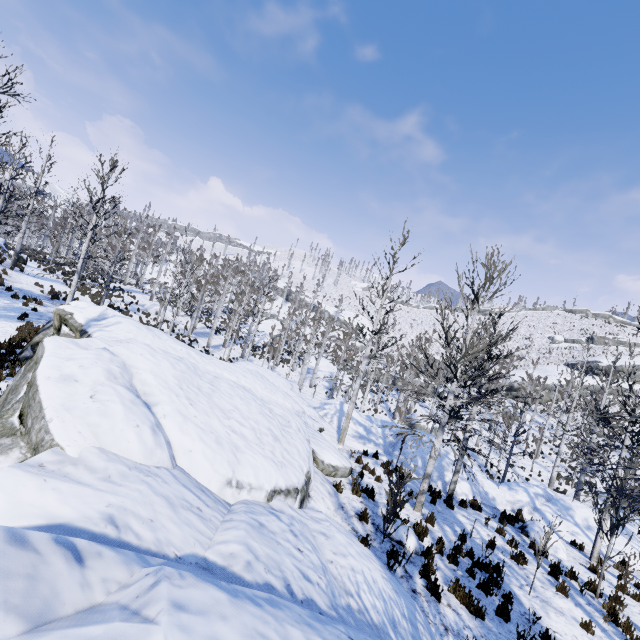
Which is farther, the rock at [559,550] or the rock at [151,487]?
the rock at [559,550]

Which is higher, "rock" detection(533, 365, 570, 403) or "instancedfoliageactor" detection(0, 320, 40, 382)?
"rock" detection(533, 365, 570, 403)

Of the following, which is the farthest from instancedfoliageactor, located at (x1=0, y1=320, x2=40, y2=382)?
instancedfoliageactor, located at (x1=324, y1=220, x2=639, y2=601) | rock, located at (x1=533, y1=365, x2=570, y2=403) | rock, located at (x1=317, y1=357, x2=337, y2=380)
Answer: rock, located at (x1=533, y1=365, x2=570, y2=403)

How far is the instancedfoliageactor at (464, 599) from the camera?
6.2 meters

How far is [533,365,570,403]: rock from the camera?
47.0m

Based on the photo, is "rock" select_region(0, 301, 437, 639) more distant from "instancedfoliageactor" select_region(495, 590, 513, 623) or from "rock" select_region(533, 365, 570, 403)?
"rock" select_region(533, 365, 570, 403)

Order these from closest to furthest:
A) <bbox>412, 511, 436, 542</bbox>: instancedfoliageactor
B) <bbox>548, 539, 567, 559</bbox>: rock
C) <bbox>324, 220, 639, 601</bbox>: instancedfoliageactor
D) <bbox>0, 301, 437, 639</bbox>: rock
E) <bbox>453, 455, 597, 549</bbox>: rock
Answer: <bbox>0, 301, 437, 639</bbox>: rock
<bbox>412, 511, 436, 542</bbox>: instancedfoliageactor
<bbox>324, 220, 639, 601</bbox>: instancedfoliageactor
<bbox>548, 539, 567, 559</bbox>: rock
<bbox>453, 455, 597, 549</bbox>: rock

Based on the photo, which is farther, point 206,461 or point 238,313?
point 238,313
